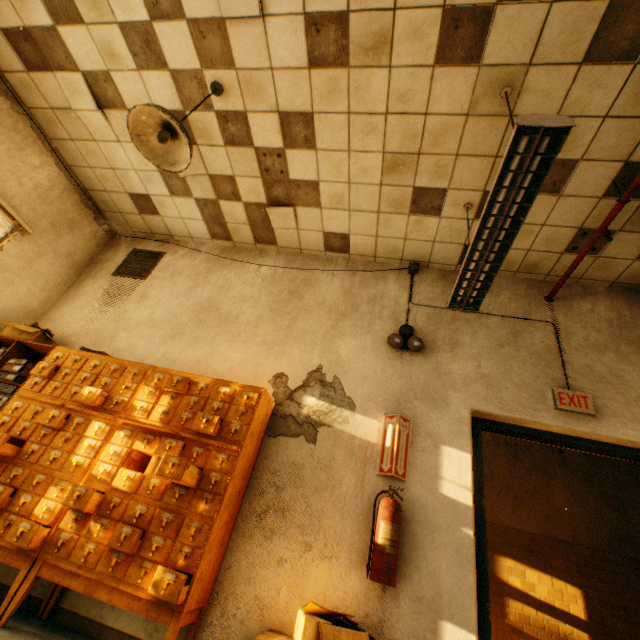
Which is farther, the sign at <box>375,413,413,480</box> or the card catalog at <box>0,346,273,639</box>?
the sign at <box>375,413,413,480</box>

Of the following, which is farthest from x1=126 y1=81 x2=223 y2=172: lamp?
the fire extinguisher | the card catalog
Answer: the fire extinguisher

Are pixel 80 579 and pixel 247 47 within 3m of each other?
no

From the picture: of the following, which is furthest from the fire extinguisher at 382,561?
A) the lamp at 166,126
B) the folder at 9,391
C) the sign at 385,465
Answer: the folder at 9,391

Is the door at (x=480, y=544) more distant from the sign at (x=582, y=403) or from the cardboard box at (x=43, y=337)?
the cardboard box at (x=43, y=337)

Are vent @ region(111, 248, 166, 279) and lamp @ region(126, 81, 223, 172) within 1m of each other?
no

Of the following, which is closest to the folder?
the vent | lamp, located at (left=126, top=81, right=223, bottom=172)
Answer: the vent

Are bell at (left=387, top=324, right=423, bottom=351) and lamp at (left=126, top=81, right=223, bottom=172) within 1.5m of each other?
no
